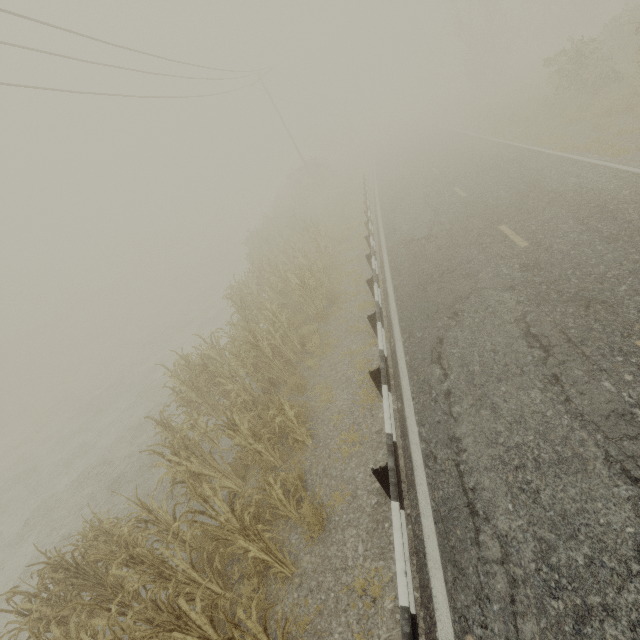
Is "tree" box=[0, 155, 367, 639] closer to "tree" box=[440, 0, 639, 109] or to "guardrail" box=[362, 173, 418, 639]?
"tree" box=[440, 0, 639, 109]

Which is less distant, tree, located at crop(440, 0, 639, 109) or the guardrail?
the guardrail

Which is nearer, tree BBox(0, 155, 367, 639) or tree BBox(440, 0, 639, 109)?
tree BBox(0, 155, 367, 639)

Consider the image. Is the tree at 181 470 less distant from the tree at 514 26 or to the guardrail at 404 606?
the tree at 514 26

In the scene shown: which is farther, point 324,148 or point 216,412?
point 324,148

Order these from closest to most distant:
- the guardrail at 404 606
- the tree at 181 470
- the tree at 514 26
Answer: the guardrail at 404 606 → the tree at 181 470 → the tree at 514 26

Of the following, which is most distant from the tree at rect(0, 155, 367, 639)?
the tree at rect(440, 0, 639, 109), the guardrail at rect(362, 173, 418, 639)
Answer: the guardrail at rect(362, 173, 418, 639)
